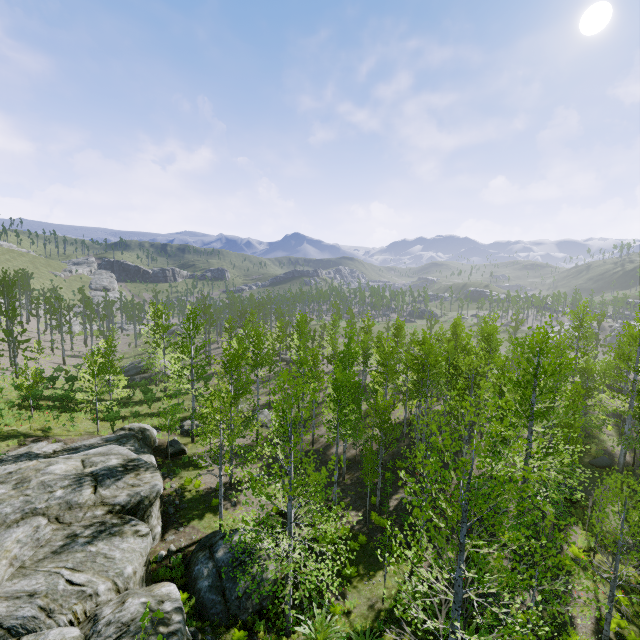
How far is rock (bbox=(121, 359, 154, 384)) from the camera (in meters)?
42.12

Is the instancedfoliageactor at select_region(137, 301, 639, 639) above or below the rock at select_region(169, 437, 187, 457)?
above

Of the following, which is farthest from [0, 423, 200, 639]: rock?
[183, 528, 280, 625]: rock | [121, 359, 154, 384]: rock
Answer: [121, 359, 154, 384]: rock

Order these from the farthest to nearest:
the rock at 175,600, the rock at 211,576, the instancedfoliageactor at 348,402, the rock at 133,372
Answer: the rock at 133,372, the rock at 211,576, the rock at 175,600, the instancedfoliageactor at 348,402

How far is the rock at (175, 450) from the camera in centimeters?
2258cm

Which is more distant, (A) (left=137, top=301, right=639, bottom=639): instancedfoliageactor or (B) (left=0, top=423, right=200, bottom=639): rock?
(B) (left=0, top=423, right=200, bottom=639): rock

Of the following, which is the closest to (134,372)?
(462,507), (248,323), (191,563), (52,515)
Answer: (248,323)

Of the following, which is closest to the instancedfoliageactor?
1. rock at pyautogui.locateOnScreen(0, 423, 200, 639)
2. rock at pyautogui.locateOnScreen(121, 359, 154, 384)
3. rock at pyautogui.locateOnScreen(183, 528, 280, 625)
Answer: rock at pyautogui.locateOnScreen(0, 423, 200, 639)
